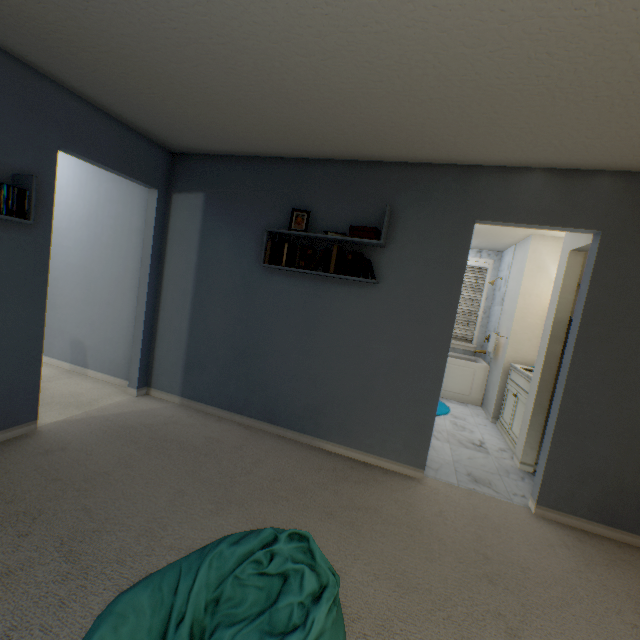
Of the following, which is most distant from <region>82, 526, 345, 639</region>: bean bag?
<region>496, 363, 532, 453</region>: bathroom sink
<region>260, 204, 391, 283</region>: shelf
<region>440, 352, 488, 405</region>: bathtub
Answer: <region>440, 352, 488, 405</region>: bathtub

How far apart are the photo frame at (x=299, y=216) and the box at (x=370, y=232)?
0.38m

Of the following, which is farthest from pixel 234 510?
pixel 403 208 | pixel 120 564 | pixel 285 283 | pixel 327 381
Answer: pixel 403 208

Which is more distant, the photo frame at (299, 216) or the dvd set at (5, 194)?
the photo frame at (299, 216)

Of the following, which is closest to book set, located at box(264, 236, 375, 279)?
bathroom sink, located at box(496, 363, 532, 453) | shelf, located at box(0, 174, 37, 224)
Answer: shelf, located at box(0, 174, 37, 224)

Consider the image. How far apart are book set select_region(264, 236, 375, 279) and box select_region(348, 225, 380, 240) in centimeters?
18cm

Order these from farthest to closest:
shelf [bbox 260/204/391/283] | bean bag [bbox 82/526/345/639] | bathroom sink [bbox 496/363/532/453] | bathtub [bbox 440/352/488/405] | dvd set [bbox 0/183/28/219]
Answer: bathtub [bbox 440/352/488/405], bathroom sink [bbox 496/363/532/453], shelf [bbox 260/204/391/283], dvd set [bbox 0/183/28/219], bean bag [bbox 82/526/345/639]

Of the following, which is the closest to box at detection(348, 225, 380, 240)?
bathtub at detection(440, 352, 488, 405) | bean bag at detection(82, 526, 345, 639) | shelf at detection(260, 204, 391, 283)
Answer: shelf at detection(260, 204, 391, 283)
